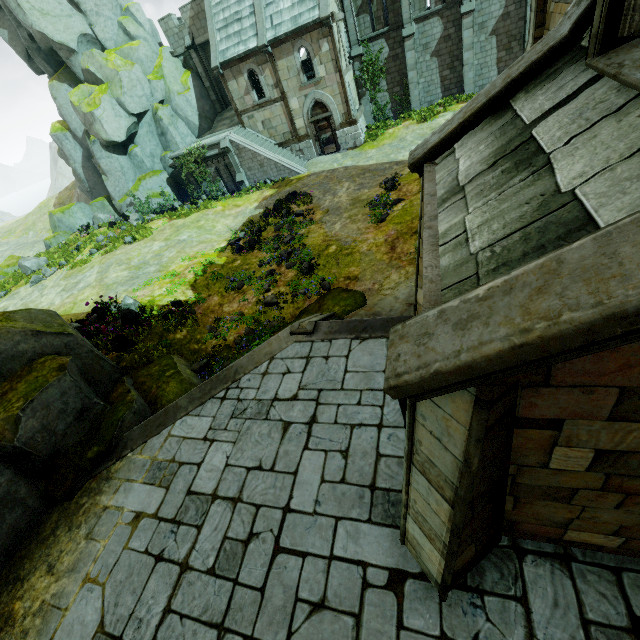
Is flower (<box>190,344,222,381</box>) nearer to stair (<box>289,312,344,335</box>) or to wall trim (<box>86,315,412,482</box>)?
wall trim (<box>86,315,412,482</box>)

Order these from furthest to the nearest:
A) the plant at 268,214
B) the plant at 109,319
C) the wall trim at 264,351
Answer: the plant at 268,214 < the plant at 109,319 < the wall trim at 264,351

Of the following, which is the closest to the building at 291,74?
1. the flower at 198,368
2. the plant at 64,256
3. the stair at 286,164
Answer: the stair at 286,164

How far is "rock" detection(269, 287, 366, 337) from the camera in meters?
10.6

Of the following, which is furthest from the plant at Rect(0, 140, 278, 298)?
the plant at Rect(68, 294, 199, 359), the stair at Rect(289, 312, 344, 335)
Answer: the stair at Rect(289, 312, 344, 335)

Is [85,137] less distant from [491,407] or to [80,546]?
[80,546]

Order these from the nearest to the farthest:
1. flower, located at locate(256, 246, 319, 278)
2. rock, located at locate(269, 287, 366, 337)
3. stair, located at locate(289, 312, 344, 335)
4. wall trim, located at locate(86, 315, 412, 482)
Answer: wall trim, located at locate(86, 315, 412, 482) → stair, located at locate(289, 312, 344, 335) → rock, located at locate(269, 287, 366, 337) → flower, located at locate(256, 246, 319, 278)

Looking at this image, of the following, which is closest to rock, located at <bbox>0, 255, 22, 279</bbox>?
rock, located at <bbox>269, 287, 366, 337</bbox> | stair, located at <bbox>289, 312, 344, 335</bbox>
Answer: rock, located at <bbox>269, 287, 366, 337</bbox>
